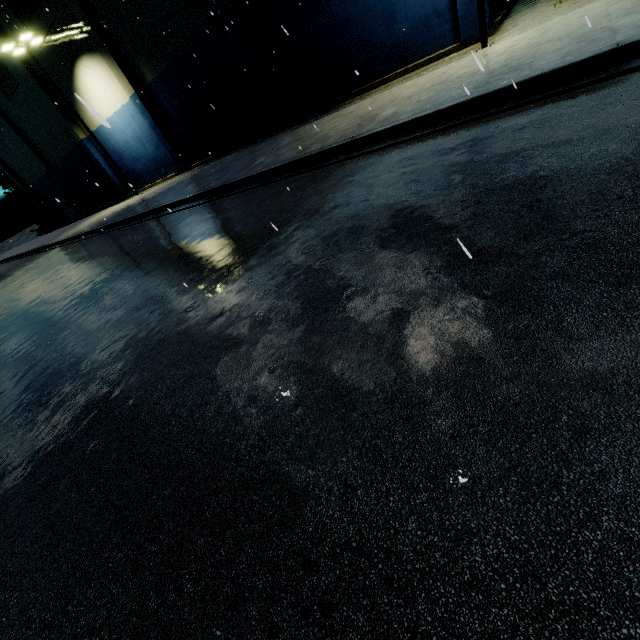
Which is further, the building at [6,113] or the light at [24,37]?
the building at [6,113]

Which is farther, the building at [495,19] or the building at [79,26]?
the building at [79,26]

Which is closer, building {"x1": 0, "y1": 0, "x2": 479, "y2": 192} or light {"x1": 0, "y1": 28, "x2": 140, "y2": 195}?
building {"x1": 0, "y1": 0, "x2": 479, "y2": 192}

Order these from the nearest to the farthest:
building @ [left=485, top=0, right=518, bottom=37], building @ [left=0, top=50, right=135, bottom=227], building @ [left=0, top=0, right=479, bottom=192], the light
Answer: building @ [left=485, top=0, right=518, bottom=37] → building @ [left=0, top=0, right=479, bottom=192] → the light → building @ [left=0, top=50, right=135, bottom=227]

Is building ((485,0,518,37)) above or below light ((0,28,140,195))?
below

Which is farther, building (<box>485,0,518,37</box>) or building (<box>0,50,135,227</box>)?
building (<box>0,50,135,227</box>)

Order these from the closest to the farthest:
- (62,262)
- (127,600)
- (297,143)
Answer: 1. (127,600)
2. (297,143)
3. (62,262)
